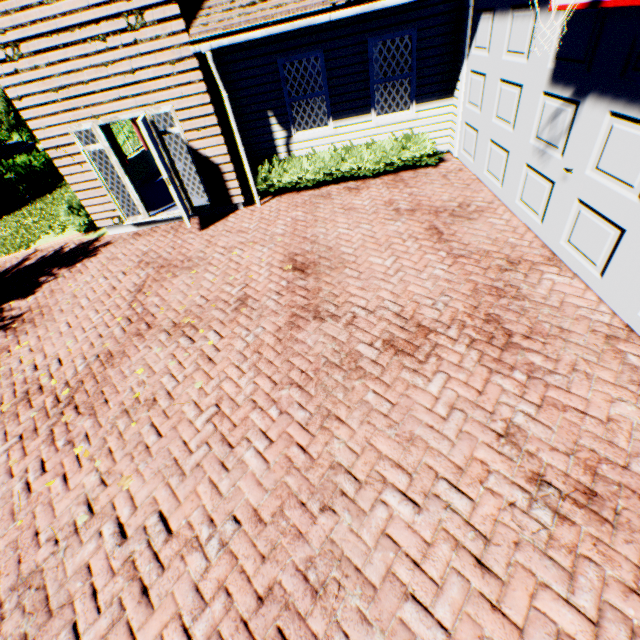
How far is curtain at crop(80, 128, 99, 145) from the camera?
7.4m

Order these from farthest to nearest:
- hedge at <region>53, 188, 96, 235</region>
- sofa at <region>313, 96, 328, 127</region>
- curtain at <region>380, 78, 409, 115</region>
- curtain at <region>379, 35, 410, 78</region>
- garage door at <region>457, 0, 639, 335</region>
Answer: sofa at <region>313, 96, 328, 127</region>
hedge at <region>53, 188, 96, 235</region>
curtain at <region>380, 78, 409, 115</region>
curtain at <region>379, 35, 410, 78</region>
garage door at <region>457, 0, 639, 335</region>

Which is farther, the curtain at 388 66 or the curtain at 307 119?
the curtain at 307 119

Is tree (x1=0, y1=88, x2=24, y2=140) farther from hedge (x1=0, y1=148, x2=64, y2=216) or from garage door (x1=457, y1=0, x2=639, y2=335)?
garage door (x1=457, y1=0, x2=639, y2=335)

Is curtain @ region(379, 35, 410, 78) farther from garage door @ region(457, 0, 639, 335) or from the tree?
the tree

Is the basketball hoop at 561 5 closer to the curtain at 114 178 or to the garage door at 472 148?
the garage door at 472 148

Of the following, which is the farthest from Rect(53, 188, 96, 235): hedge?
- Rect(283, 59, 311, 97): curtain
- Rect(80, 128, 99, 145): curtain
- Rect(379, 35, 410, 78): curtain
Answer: Rect(379, 35, 410, 78): curtain

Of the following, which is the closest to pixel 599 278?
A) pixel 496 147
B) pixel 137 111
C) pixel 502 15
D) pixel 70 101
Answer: pixel 496 147
